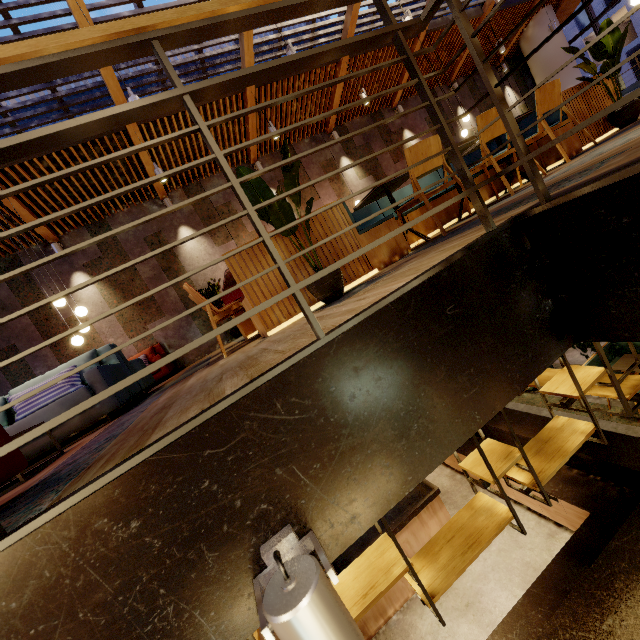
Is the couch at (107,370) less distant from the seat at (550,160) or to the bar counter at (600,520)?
the seat at (550,160)

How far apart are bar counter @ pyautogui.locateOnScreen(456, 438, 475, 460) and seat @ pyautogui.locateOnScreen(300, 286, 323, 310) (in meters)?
3.99

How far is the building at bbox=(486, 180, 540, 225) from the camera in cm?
169

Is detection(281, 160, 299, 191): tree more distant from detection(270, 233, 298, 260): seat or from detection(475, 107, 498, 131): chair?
detection(475, 107, 498, 131): chair

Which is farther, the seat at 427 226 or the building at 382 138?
the building at 382 138

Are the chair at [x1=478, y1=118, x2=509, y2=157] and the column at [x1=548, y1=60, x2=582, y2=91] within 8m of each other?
no

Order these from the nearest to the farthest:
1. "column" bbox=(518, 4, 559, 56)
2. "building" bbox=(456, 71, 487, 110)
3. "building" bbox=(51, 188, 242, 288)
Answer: "building" bbox=(51, 188, 242, 288) → "column" bbox=(518, 4, 559, 56) → "building" bbox=(456, 71, 487, 110)

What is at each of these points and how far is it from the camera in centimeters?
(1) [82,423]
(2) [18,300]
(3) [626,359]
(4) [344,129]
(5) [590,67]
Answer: (1) couch, 328cm
(2) building, 729cm
(3) table, 684cm
(4) building, 1016cm
(5) tree, 433cm
